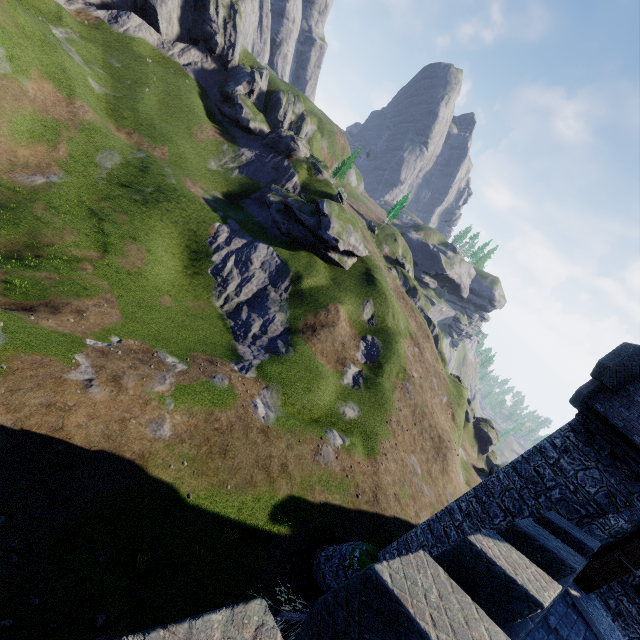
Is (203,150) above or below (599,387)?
below

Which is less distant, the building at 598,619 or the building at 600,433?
the building at 598,619

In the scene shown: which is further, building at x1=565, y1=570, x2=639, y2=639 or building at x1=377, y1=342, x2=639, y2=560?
building at x1=377, y1=342, x2=639, y2=560
